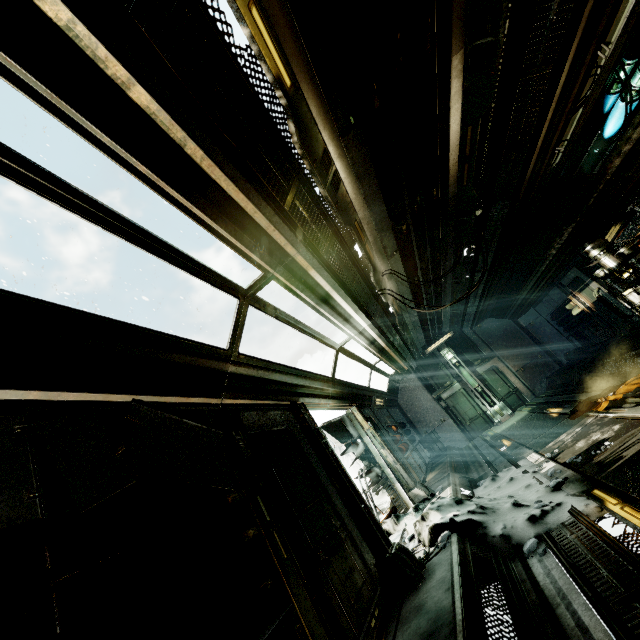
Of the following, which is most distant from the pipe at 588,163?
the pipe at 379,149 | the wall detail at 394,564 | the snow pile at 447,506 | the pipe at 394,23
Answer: the wall detail at 394,564

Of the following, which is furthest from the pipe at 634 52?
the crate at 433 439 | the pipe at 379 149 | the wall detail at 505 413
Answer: the crate at 433 439

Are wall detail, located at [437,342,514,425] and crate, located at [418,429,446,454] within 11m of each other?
yes

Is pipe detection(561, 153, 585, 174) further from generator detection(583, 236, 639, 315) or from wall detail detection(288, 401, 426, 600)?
wall detail detection(288, 401, 426, 600)

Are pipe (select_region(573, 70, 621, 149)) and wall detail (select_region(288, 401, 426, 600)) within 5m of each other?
no

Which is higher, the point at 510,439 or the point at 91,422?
the point at 91,422

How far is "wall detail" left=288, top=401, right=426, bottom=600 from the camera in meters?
3.8 m

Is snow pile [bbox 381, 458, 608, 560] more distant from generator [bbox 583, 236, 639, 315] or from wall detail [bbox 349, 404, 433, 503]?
generator [bbox 583, 236, 639, 315]
